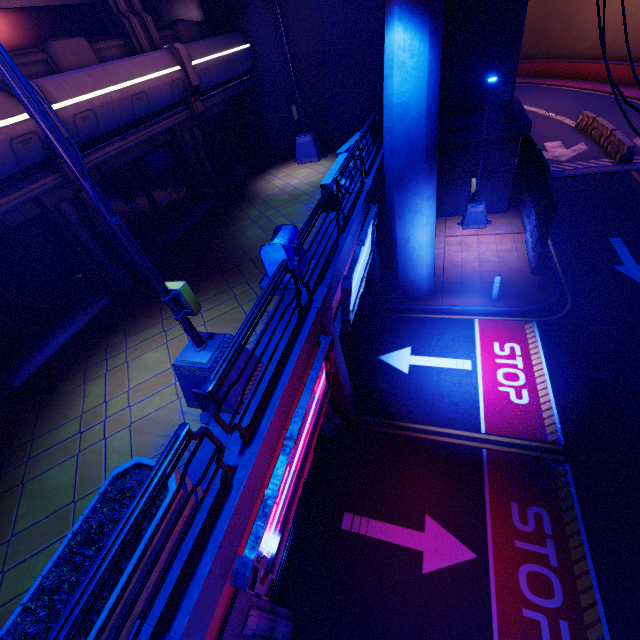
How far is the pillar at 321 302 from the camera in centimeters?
625cm

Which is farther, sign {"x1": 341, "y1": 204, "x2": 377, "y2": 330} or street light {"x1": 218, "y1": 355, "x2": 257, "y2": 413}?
sign {"x1": 341, "y1": 204, "x2": 377, "y2": 330}

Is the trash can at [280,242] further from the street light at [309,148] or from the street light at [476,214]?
the street light at [476,214]

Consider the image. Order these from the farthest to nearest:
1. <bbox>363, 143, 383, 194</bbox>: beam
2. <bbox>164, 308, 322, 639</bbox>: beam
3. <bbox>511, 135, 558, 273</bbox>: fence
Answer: <bbox>511, 135, 558, 273</bbox>: fence
<bbox>363, 143, 383, 194</bbox>: beam
<bbox>164, 308, 322, 639</bbox>: beam

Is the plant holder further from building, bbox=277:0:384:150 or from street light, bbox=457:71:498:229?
building, bbox=277:0:384:150

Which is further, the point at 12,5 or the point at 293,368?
the point at 12,5

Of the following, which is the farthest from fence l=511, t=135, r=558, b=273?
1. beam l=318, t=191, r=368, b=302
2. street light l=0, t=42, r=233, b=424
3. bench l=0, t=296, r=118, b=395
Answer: bench l=0, t=296, r=118, b=395

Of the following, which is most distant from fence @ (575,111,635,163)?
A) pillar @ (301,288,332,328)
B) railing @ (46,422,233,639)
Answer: railing @ (46,422,233,639)
